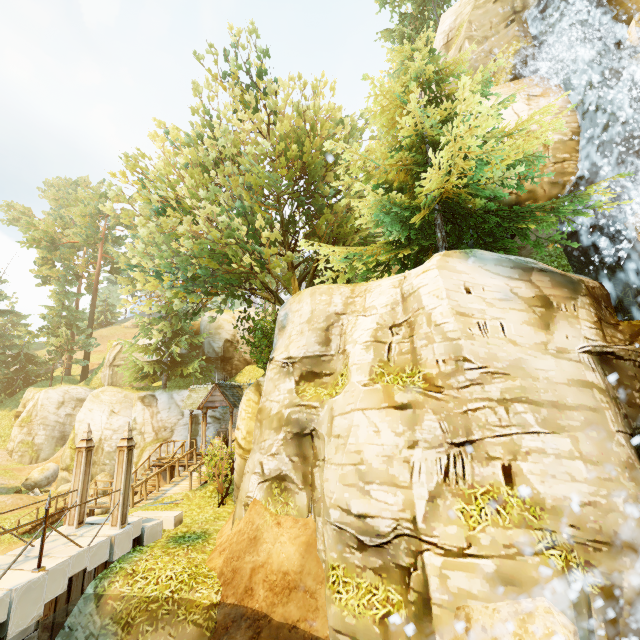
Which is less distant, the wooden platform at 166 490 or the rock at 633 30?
A: the rock at 633 30

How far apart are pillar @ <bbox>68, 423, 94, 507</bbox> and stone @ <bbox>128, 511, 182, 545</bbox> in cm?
92

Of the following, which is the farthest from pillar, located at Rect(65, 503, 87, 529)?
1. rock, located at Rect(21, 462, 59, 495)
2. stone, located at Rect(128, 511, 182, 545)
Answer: rock, located at Rect(21, 462, 59, 495)

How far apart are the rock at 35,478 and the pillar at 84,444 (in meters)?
22.46

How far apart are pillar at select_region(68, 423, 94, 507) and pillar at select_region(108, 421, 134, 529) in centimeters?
96cm

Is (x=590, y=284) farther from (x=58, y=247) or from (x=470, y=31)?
(x=58, y=247)

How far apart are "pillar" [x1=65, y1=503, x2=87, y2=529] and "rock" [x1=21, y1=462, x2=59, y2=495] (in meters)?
22.46
